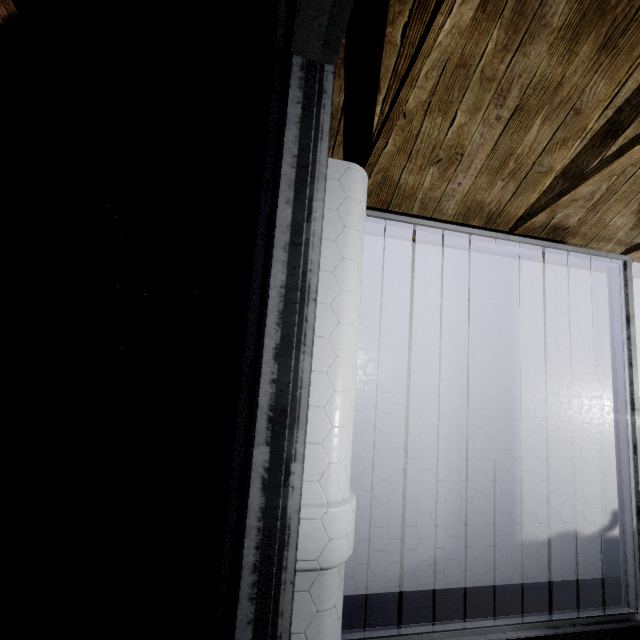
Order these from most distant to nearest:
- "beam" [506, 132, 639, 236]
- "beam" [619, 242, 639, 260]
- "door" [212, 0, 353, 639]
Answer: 1. "beam" [619, 242, 639, 260]
2. "beam" [506, 132, 639, 236]
3. "door" [212, 0, 353, 639]

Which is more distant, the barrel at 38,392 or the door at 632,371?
the door at 632,371

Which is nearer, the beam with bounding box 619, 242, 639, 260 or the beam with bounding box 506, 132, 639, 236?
the beam with bounding box 506, 132, 639, 236

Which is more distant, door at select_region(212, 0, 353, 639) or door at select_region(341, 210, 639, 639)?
door at select_region(341, 210, 639, 639)

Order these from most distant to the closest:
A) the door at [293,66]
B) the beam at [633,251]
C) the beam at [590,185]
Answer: the beam at [633,251], the beam at [590,185], the door at [293,66]

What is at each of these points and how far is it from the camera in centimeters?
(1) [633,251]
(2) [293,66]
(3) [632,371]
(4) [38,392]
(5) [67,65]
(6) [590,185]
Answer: (1) beam, 212cm
(2) door, 76cm
(3) door, 182cm
(4) barrel, 110cm
(5) beam, 112cm
(6) beam, 157cm

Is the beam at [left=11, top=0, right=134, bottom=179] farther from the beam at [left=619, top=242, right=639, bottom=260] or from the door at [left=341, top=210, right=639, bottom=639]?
the door at [left=341, top=210, right=639, bottom=639]

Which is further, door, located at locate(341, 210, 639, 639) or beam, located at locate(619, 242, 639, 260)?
beam, located at locate(619, 242, 639, 260)
